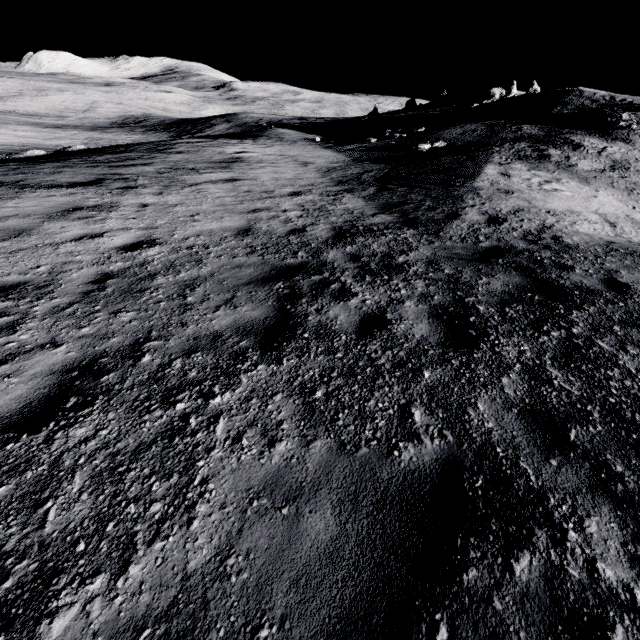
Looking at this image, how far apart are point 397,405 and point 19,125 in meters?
78.1 m
